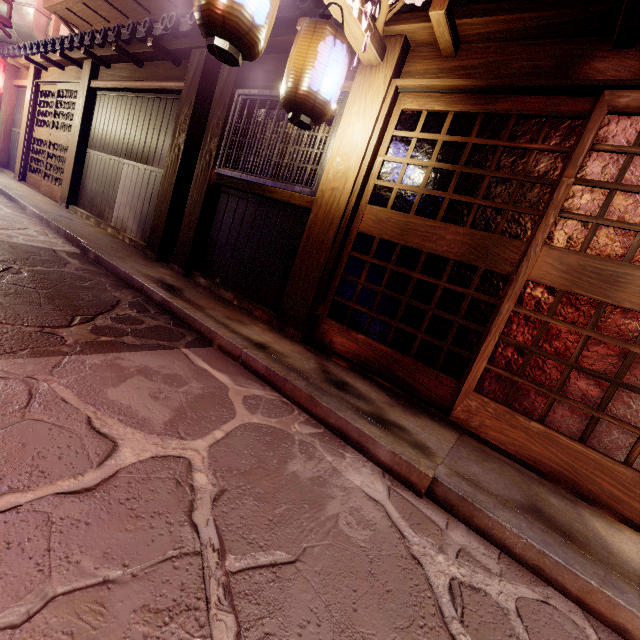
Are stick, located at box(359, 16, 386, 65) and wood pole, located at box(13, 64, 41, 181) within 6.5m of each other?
no

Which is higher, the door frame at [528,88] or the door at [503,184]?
the door frame at [528,88]

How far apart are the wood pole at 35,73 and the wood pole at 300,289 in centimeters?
1981cm

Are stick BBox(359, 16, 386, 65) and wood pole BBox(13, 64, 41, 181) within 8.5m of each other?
no

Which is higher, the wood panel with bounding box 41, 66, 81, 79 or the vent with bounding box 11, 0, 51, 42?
the vent with bounding box 11, 0, 51, 42

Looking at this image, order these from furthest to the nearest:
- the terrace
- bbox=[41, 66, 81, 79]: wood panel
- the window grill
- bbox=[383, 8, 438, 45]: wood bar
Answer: bbox=[41, 66, 81, 79]: wood panel, the terrace, the window grill, bbox=[383, 8, 438, 45]: wood bar

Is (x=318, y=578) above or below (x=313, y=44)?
below

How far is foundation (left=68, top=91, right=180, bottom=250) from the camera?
10.5m
